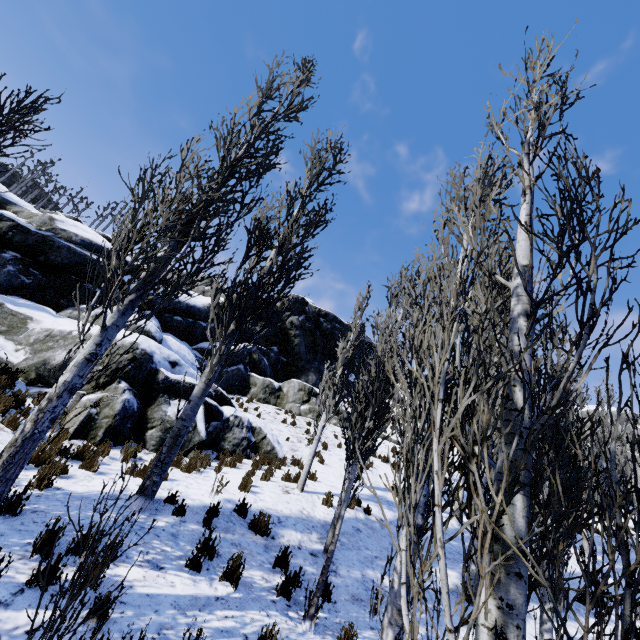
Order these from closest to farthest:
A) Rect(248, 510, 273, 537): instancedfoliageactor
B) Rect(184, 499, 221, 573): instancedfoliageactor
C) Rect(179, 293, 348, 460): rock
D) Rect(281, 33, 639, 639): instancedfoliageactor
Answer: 1. Rect(281, 33, 639, 639): instancedfoliageactor
2. Rect(184, 499, 221, 573): instancedfoliageactor
3. Rect(248, 510, 273, 537): instancedfoliageactor
4. Rect(179, 293, 348, 460): rock

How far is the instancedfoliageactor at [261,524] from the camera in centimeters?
645cm

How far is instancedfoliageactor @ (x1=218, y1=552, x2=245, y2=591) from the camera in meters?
4.9

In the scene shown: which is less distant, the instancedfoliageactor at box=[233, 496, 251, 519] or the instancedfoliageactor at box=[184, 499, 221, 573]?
the instancedfoliageactor at box=[184, 499, 221, 573]

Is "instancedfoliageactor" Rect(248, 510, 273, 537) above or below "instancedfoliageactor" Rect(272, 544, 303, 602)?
above

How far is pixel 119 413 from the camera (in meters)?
8.94

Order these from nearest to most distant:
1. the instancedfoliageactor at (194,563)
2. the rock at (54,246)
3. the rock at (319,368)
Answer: the instancedfoliageactor at (194,563) → the rock at (54,246) → the rock at (319,368)
